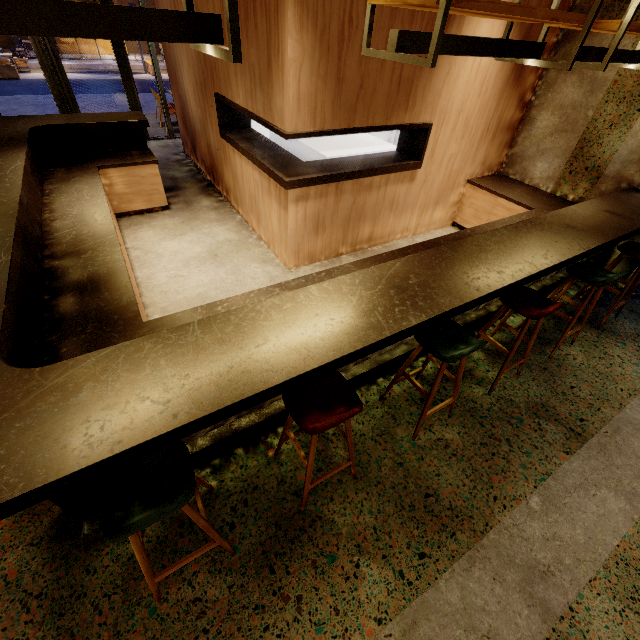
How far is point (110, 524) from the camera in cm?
132

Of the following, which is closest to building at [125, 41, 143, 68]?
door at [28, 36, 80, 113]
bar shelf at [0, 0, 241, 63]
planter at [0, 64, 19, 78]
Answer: planter at [0, 64, 19, 78]

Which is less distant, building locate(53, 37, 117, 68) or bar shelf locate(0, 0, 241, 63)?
bar shelf locate(0, 0, 241, 63)

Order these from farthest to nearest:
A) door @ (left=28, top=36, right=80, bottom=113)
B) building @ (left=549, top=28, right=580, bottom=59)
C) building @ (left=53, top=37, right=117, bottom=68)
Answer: building @ (left=53, top=37, right=117, bottom=68) < door @ (left=28, top=36, right=80, bottom=113) < building @ (left=549, top=28, right=580, bottom=59)

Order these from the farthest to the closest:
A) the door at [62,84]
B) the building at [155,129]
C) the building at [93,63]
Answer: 1. the building at [93,63]
2. the building at [155,129]
3. the door at [62,84]

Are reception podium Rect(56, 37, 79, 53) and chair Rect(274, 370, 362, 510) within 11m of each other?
no

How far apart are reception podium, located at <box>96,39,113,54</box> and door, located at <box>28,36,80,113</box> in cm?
2208

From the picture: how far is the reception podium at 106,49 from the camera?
21.6 meters
